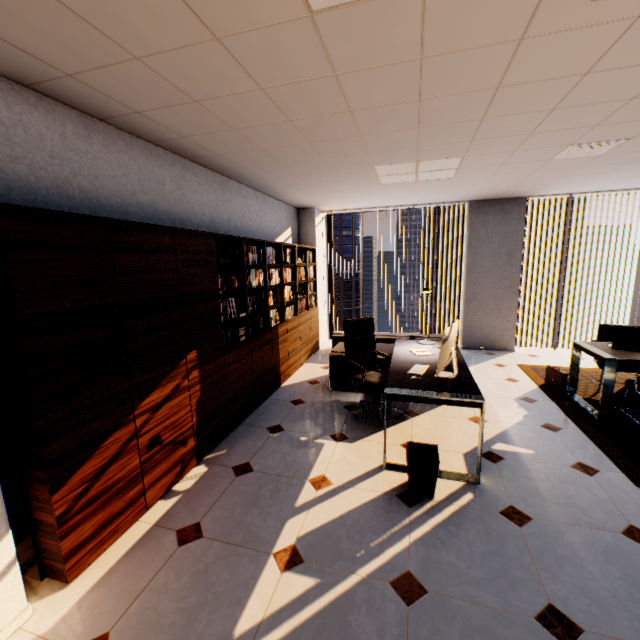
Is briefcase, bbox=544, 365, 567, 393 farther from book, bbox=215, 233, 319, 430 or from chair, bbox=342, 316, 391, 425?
book, bbox=215, 233, 319, 430

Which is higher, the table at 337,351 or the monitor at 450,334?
the monitor at 450,334

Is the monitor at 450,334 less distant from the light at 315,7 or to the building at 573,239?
the light at 315,7

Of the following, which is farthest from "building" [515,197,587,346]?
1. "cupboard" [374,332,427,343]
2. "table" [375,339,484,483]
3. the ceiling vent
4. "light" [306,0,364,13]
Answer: "light" [306,0,364,13]

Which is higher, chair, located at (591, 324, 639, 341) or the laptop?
the laptop

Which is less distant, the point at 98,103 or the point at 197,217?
the point at 98,103

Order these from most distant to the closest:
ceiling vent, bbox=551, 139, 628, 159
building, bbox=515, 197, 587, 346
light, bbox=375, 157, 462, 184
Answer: building, bbox=515, 197, 587, 346 < light, bbox=375, 157, 462, 184 < ceiling vent, bbox=551, 139, 628, 159

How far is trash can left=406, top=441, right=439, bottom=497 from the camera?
2.50m
